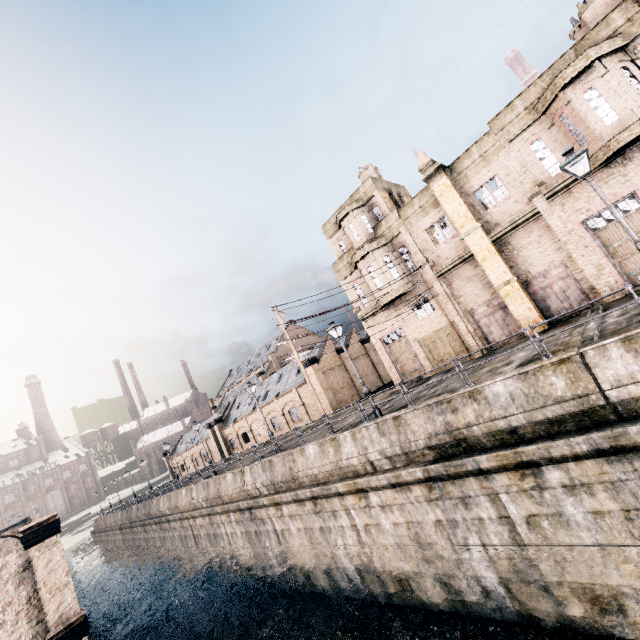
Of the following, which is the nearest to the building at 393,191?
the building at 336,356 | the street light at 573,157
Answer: the street light at 573,157

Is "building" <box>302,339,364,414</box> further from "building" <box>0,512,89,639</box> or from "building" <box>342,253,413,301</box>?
"building" <box>0,512,89,639</box>

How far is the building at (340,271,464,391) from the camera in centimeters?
2419cm

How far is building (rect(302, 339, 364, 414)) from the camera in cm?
3541

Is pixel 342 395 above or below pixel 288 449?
above
